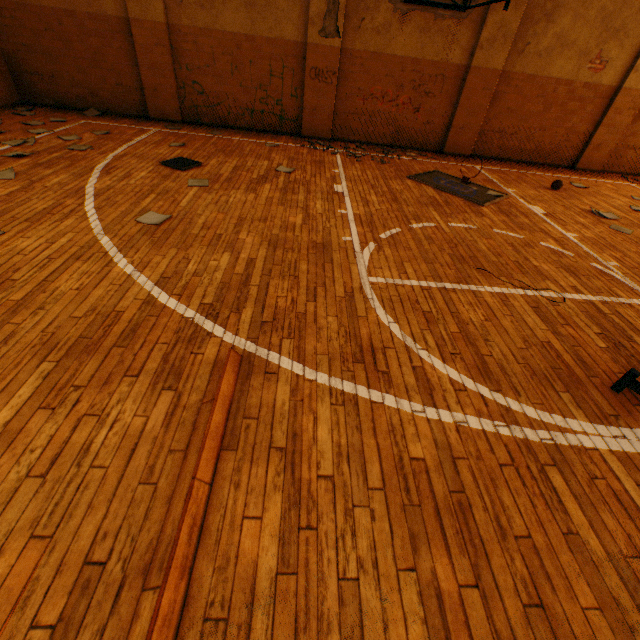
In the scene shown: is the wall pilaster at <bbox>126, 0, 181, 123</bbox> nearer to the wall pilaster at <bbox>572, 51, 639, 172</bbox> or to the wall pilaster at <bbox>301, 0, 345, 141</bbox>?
the wall pilaster at <bbox>301, 0, 345, 141</bbox>

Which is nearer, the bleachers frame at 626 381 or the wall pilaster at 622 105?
the bleachers frame at 626 381

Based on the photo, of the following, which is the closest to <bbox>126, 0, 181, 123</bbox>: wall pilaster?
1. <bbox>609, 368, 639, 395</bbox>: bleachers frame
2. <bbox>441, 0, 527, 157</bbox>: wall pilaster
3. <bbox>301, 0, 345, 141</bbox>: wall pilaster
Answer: <bbox>301, 0, 345, 141</bbox>: wall pilaster

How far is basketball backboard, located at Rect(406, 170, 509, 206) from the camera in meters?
6.3 m

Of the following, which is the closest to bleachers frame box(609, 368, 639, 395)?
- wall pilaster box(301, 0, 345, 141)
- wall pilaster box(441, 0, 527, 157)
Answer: wall pilaster box(441, 0, 527, 157)

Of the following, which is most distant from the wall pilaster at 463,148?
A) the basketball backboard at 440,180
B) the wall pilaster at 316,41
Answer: the wall pilaster at 316,41

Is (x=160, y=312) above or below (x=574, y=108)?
below

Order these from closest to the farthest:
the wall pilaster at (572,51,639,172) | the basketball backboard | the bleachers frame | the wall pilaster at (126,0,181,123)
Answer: the bleachers frame, the basketball backboard, the wall pilaster at (126,0,181,123), the wall pilaster at (572,51,639,172)
